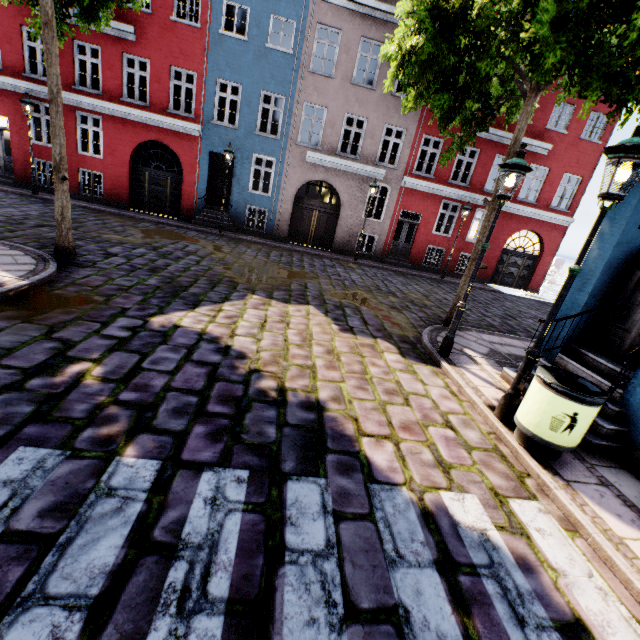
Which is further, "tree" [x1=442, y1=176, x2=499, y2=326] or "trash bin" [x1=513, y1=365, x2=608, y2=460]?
"tree" [x1=442, y1=176, x2=499, y2=326]

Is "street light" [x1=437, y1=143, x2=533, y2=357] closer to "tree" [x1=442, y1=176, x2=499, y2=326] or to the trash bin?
"tree" [x1=442, y1=176, x2=499, y2=326]

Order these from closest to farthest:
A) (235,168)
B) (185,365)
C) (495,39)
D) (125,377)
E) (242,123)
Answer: (125,377)
(185,365)
(495,39)
(242,123)
(235,168)

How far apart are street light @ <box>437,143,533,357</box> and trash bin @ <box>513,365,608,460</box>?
2.06m

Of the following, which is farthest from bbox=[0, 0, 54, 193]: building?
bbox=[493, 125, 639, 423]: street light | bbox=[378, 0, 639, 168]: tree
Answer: bbox=[493, 125, 639, 423]: street light

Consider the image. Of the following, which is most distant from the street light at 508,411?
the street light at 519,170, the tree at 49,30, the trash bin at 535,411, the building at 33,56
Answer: the tree at 49,30

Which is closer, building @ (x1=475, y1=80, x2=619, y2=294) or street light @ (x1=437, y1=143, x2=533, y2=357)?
street light @ (x1=437, y1=143, x2=533, y2=357)

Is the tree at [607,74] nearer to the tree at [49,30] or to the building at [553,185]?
the building at [553,185]
